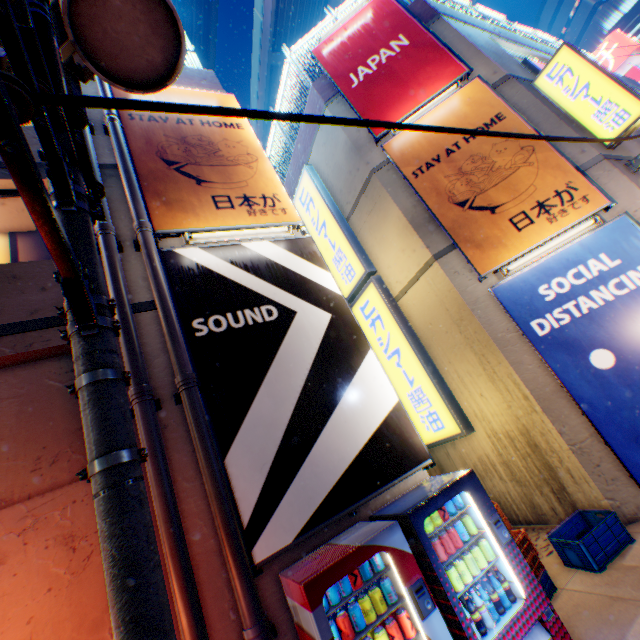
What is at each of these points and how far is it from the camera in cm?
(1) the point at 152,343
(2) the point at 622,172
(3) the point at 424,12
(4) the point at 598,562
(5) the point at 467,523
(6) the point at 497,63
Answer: (1) building, 428
(2) building, 645
(3) concrete block, 898
(4) plastic crate, 456
(5) metal can, 367
(6) building, 798

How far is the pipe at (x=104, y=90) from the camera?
6.0m

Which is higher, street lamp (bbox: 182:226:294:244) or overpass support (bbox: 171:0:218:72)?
overpass support (bbox: 171:0:218:72)

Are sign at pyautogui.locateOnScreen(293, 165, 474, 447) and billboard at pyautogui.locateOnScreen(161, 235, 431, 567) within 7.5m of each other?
yes

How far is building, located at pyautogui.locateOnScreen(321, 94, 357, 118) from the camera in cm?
918

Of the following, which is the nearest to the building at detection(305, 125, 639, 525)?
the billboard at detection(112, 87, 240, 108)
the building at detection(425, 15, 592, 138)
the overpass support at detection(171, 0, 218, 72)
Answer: the building at detection(425, 15, 592, 138)

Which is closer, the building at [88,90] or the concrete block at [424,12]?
the building at [88,90]

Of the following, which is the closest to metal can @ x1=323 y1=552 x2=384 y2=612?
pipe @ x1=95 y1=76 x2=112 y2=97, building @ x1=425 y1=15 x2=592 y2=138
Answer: pipe @ x1=95 y1=76 x2=112 y2=97
